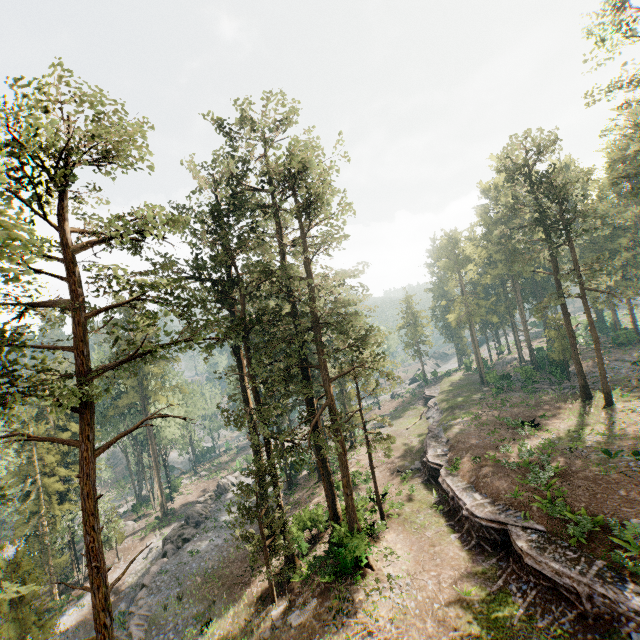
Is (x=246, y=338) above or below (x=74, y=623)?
above

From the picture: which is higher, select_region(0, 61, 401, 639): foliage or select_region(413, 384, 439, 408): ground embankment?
select_region(0, 61, 401, 639): foliage

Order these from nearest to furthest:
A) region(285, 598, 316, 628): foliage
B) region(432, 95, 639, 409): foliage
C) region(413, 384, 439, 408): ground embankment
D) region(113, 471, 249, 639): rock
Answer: region(285, 598, 316, 628): foliage → region(113, 471, 249, 639): rock → region(432, 95, 639, 409): foliage → region(413, 384, 439, 408): ground embankment

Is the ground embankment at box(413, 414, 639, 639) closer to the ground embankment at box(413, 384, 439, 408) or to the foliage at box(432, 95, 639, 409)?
the foliage at box(432, 95, 639, 409)

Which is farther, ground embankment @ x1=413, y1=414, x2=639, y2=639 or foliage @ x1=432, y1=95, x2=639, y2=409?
foliage @ x1=432, y1=95, x2=639, y2=409

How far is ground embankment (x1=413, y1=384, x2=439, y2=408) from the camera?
50.1m

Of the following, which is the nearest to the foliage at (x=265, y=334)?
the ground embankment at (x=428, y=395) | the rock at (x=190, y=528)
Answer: the rock at (x=190, y=528)

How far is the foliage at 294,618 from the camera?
18.5 meters
